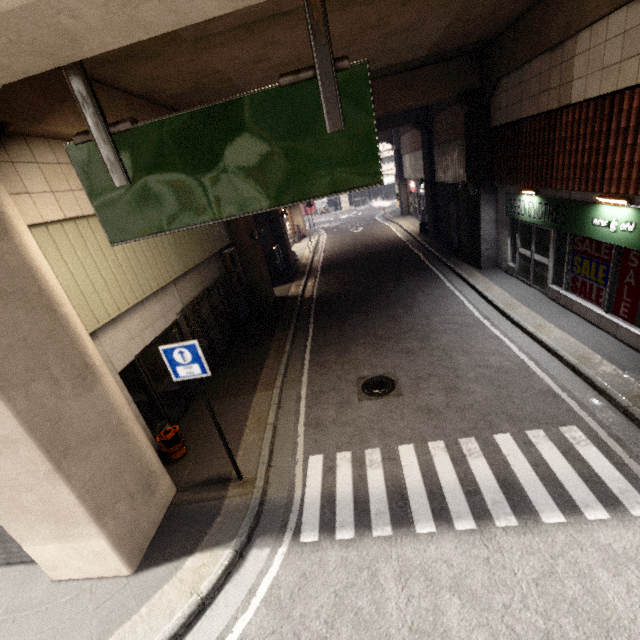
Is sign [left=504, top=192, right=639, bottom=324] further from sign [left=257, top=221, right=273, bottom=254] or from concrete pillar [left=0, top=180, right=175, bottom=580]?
sign [left=257, top=221, right=273, bottom=254]

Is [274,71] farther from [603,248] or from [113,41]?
[603,248]

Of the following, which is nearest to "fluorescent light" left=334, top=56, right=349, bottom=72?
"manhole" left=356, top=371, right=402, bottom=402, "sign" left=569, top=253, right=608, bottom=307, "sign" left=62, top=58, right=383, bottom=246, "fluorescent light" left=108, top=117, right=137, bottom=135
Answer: "sign" left=62, top=58, right=383, bottom=246

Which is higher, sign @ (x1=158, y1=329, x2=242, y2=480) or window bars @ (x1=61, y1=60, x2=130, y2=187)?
window bars @ (x1=61, y1=60, x2=130, y2=187)

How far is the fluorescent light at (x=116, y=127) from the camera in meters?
3.3 m

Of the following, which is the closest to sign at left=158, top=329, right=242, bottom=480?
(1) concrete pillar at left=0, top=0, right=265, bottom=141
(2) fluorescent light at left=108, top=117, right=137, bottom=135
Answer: (1) concrete pillar at left=0, top=0, right=265, bottom=141

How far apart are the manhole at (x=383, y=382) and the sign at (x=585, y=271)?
5.0 meters

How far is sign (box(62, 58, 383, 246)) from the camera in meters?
3.2
